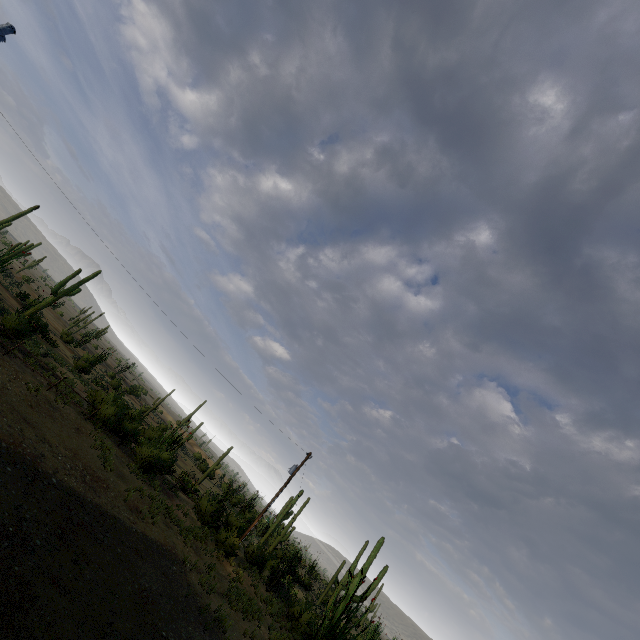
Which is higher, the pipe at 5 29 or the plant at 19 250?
the pipe at 5 29

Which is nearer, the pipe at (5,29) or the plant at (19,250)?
the pipe at (5,29)

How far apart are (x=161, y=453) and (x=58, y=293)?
18.3m

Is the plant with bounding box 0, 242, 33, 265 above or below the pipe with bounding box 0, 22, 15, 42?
below

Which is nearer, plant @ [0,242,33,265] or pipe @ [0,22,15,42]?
pipe @ [0,22,15,42]
